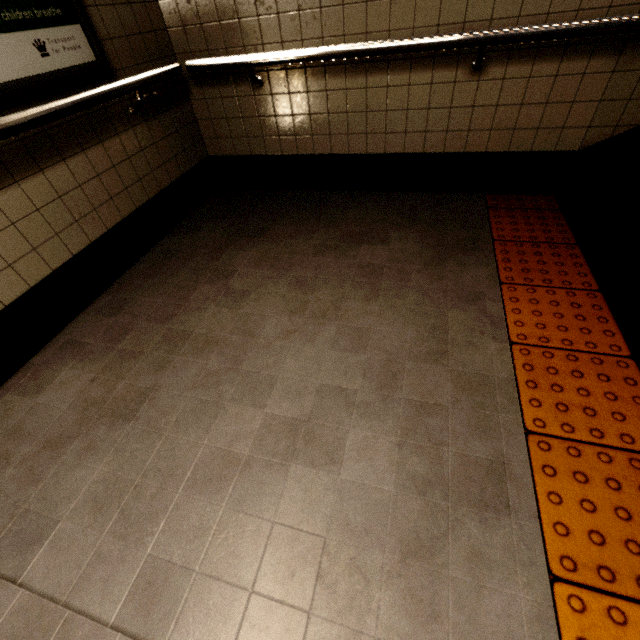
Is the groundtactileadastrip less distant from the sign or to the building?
the building

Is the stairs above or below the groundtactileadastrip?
above

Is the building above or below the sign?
below

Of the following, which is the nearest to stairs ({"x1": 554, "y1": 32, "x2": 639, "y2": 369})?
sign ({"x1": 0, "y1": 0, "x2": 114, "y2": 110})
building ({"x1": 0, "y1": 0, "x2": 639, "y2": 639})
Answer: building ({"x1": 0, "y1": 0, "x2": 639, "y2": 639})

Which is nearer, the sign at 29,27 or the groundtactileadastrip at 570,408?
the groundtactileadastrip at 570,408

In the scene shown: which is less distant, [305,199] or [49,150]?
[49,150]

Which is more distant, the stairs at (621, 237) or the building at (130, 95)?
the stairs at (621, 237)

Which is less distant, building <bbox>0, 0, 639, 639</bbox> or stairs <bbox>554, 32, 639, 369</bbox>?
building <bbox>0, 0, 639, 639</bbox>
